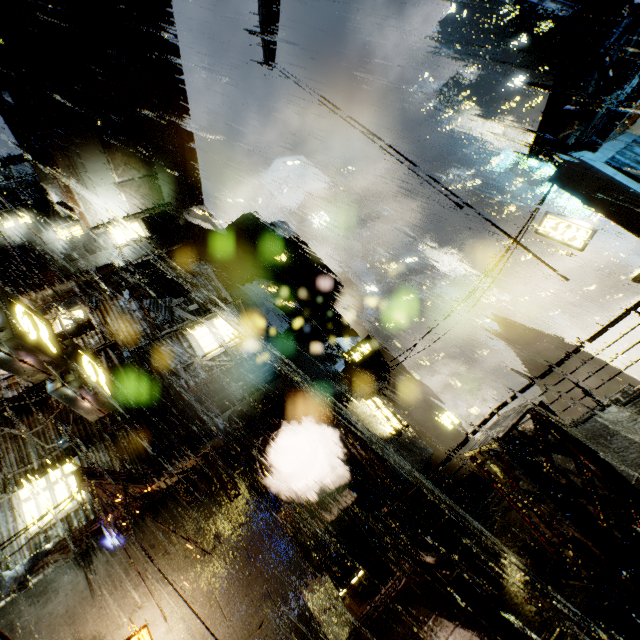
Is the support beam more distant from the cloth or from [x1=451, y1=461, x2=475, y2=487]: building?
the cloth

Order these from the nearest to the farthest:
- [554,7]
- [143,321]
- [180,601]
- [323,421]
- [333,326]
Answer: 1. [180,601]
2. [323,421]
3. [143,321]
4. [333,326]
5. [554,7]

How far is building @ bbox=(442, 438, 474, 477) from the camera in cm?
2608

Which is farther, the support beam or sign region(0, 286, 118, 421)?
sign region(0, 286, 118, 421)

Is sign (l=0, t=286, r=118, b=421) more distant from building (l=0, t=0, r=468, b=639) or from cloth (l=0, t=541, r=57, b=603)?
cloth (l=0, t=541, r=57, b=603)

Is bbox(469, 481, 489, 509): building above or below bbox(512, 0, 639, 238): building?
below

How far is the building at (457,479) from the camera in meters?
14.0 m
